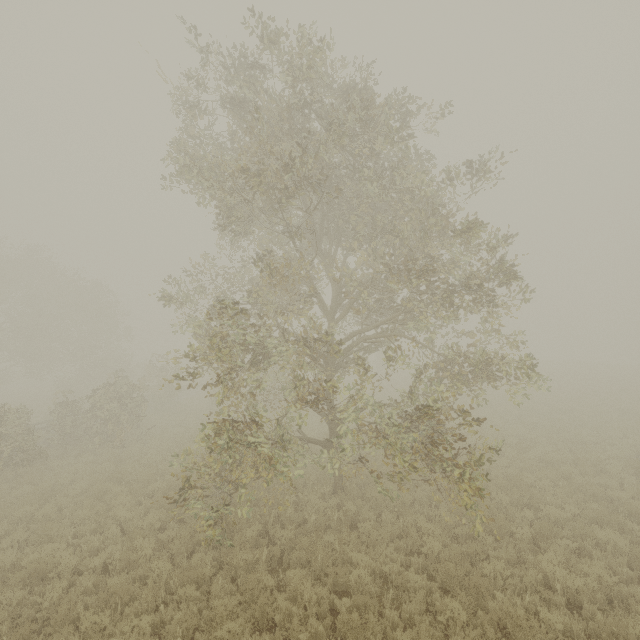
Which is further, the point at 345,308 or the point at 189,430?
the point at 189,430
